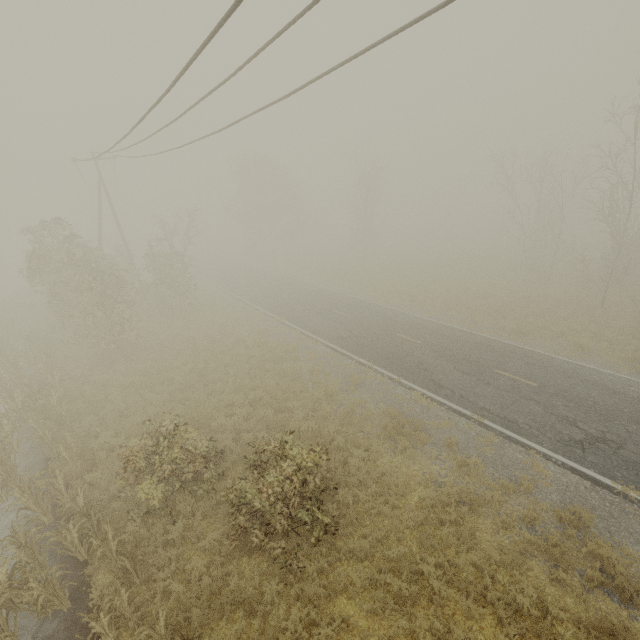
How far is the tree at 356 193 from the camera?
36.3m

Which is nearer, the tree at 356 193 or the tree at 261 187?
the tree at 356 193

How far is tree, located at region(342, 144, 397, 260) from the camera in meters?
36.3

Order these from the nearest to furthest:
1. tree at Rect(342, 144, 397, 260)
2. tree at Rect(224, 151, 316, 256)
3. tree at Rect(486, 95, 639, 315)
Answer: tree at Rect(486, 95, 639, 315) → tree at Rect(342, 144, 397, 260) → tree at Rect(224, 151, 316, 256)

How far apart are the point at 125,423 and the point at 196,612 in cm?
812

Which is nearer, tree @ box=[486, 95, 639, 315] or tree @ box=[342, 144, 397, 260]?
tree @ box=[486, 95, 639, 315]

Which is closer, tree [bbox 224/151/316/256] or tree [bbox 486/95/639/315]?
tree [bbox 486/95/639/315]

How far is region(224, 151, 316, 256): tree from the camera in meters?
43.8 m
